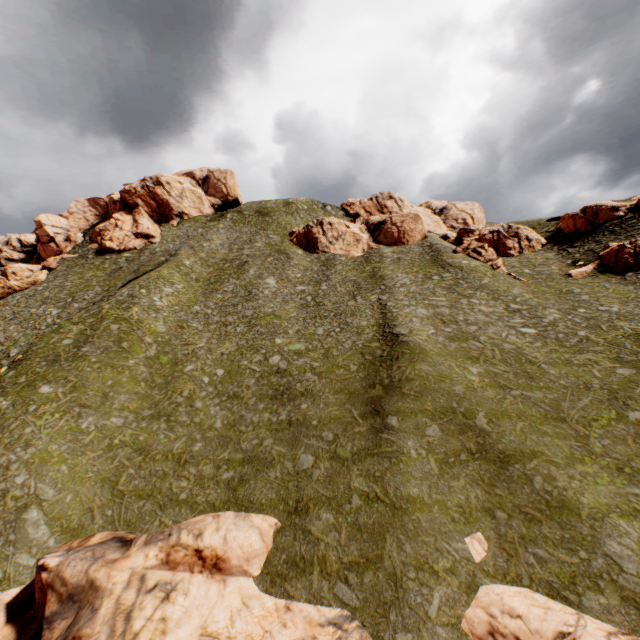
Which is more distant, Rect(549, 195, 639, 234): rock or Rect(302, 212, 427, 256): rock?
Rect(302, 212, 427, 256): rock

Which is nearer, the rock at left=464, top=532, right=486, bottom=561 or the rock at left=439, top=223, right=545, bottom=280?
the rock at left=464, top=532, right=486, bottom=561

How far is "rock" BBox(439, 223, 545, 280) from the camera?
45.34m

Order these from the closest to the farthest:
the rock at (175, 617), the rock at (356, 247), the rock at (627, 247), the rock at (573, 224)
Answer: the rock at (175, 617)
the rock at (627, 247)
the rock at (573, 224)
the rock at (356, 247)

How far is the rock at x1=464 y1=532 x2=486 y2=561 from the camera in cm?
1495

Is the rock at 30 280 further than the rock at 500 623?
Yes

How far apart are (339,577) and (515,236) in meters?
52.2 m

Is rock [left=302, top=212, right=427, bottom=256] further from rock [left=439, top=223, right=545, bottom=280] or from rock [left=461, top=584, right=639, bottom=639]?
rock [left=461, top=584, right=639, bottom=639]
